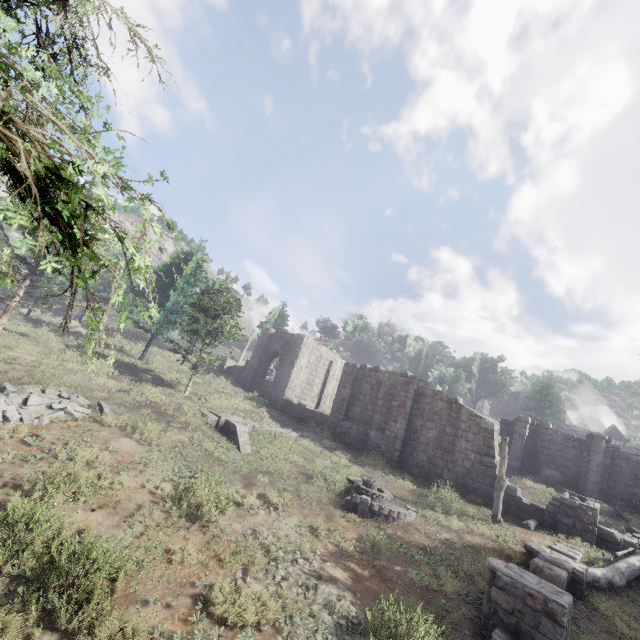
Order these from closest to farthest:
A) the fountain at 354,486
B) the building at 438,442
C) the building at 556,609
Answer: the building at 556,609 < the fountain at 354,486 < the building at 438,442

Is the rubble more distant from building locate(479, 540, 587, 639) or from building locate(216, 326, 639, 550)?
building locate(479, 540, 587, 639)

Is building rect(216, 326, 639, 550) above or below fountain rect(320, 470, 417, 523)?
above

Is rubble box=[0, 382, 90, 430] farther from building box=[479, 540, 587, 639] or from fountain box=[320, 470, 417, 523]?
building box=[479, 540, 587, 639]

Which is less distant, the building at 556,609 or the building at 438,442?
the building at 556,609

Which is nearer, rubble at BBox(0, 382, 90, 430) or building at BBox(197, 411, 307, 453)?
rubble at BBox(0, 382, 90, 430)

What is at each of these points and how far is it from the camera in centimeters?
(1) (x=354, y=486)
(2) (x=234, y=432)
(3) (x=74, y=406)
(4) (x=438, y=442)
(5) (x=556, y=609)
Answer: (1) fountain, 1405cm
(2) building, 1589cm
(3) rubble, 1216cm
(4) building, 1906cm
(5) building, 657cm

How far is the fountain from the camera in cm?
1207
